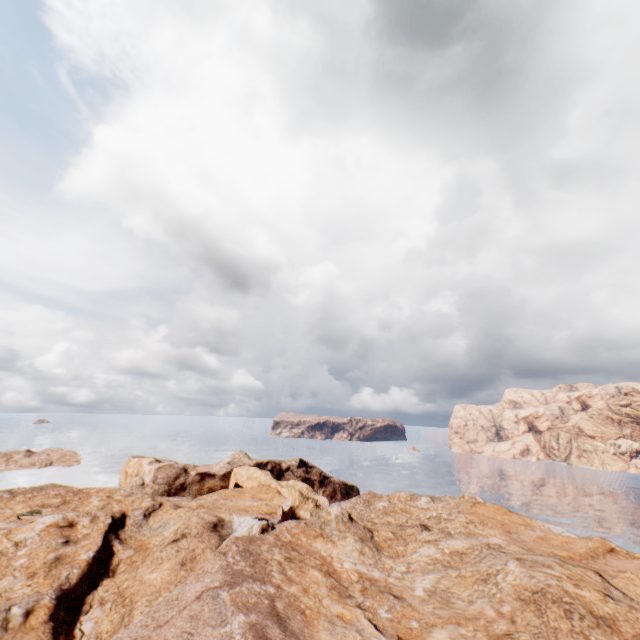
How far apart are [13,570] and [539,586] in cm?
3542
